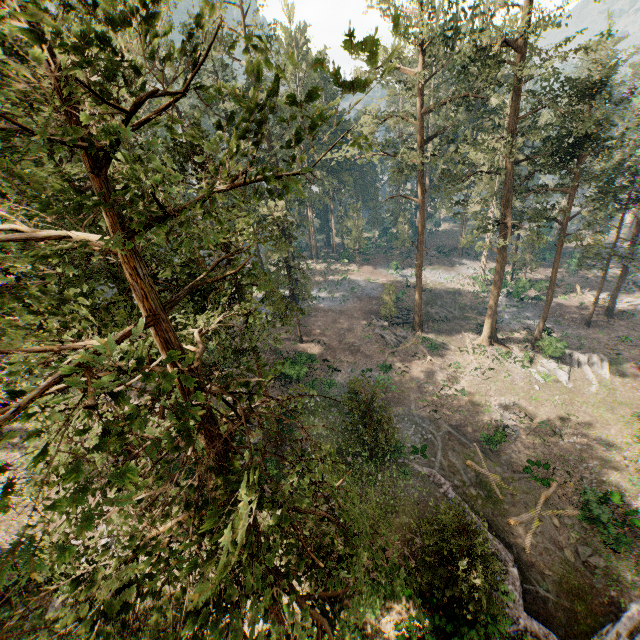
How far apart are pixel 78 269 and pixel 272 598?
11.8m

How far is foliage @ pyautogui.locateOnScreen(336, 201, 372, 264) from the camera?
50.2m

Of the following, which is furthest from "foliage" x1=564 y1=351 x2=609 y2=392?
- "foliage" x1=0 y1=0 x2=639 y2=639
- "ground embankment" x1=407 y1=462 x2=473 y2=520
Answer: "ground embankment" x1=407 y1=462 x2=473 y2=520

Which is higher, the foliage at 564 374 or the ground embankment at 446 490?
the ground embankment at 446 490

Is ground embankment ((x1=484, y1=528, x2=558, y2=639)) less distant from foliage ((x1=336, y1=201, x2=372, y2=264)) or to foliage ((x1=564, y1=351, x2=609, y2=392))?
foliage ((x1=336, y1=201, x2=372, y2=264))

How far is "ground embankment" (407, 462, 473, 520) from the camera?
20.4m

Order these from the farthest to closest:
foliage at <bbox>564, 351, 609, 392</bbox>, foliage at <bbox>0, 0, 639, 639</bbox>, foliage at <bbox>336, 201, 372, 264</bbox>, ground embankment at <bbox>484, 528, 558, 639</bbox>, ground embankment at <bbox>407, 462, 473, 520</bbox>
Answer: foliage at <bbox>336, 201, 372, 264</bbox>, foliage at <bbox>564, 351, 609, 392</bbox>, ground embankment at <bbox>407, 462, 473, 520</bbox>, ground embankment at <bbox>484, 528, 558, 639</bbox>, foliage at <bbox>0, 0, 639, 639</bbox>

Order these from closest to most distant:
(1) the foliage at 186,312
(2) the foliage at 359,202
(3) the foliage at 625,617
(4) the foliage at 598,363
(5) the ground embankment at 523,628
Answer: (1) the foliage at 186,312 → (5) the ground embankment at 523,628 → (3) the foliage at 625,617 → (4) the foliage at 598,363 → (2) the foliage at 359,202
